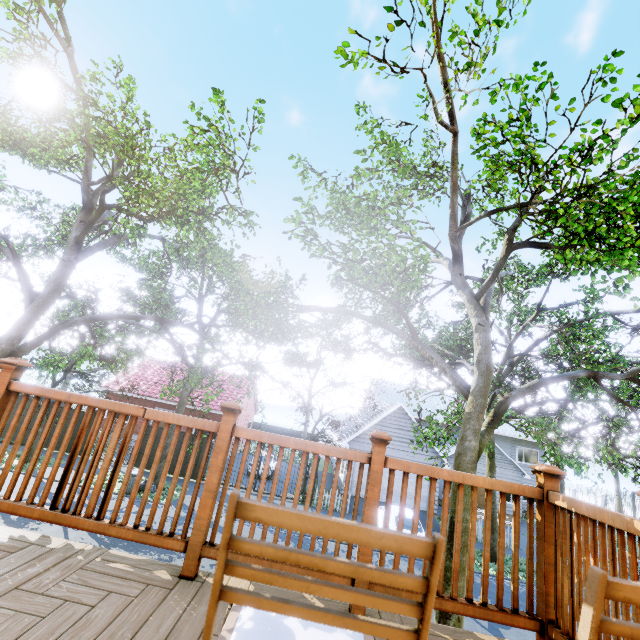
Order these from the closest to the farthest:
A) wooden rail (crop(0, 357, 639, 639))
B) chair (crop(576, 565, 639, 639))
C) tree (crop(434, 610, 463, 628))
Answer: chair (crop(576, 565, 639, 639)), wooden rail (crop(0, 357, 639, 639)), tree (crop(434, 610, 463, 628))

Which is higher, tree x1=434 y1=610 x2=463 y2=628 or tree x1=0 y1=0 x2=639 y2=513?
tree x1=0 y1=0 x2=639 y2=513

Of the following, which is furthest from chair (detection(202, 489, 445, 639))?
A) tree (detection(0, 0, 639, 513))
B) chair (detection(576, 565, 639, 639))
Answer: tree (detection(0, 0, 639, 513))

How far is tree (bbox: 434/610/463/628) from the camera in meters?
6.0 m

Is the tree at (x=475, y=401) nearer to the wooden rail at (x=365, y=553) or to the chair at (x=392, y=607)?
the wooden rail at (x=365, y=553)

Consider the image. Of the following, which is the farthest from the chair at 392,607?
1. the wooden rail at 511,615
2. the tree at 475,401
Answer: the tree at 475,401

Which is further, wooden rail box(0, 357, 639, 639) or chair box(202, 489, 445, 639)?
wooden rail box(0, 357, 639, 639)

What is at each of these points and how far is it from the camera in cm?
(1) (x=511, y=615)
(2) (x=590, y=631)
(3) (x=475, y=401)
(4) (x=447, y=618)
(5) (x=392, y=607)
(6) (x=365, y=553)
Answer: (1) wooden rail, 200
(2) chair, 67
(3) tree, 710
(4) tree, 605
(5) chair, 69
(6) wooden rail, 208
